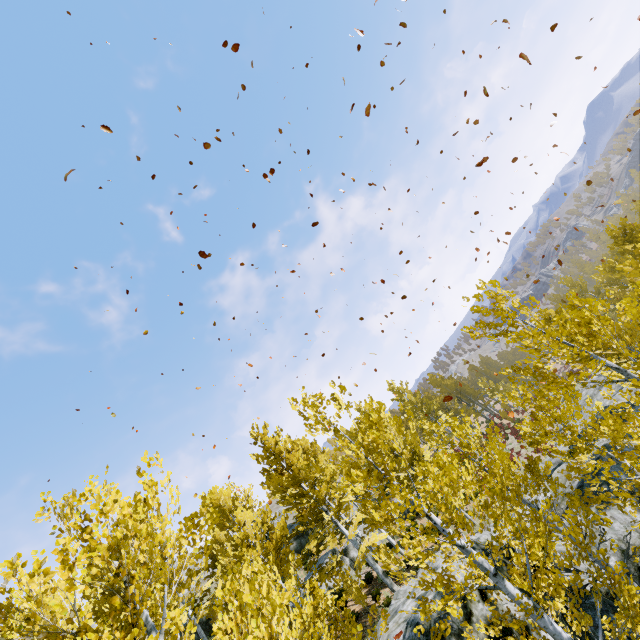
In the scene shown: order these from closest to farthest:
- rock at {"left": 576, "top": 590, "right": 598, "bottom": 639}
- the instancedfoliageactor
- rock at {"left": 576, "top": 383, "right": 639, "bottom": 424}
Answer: the instancedfoliageactor → rock at {"left": 576, "top": 590, "right": 598, "bottom": 639} → rock at {"left": 576, "top": 383, "right": 639, "bottom": 424}

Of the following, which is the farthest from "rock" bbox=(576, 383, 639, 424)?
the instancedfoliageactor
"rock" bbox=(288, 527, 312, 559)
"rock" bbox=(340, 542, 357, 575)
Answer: "rock" bbox=(340, 542, 357, 575)

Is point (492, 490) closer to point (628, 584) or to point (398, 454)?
point (628, 584)

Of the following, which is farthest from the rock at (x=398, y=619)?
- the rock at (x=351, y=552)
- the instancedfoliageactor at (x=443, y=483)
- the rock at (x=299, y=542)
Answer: the rock at (x=351, y=552)

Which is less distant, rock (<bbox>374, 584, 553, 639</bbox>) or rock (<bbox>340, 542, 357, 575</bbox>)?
rock (<bbox>374, 584, 553, 639</bbox>)

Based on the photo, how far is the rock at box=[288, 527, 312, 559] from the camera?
30.2 meters

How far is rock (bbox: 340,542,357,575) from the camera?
21.5m
